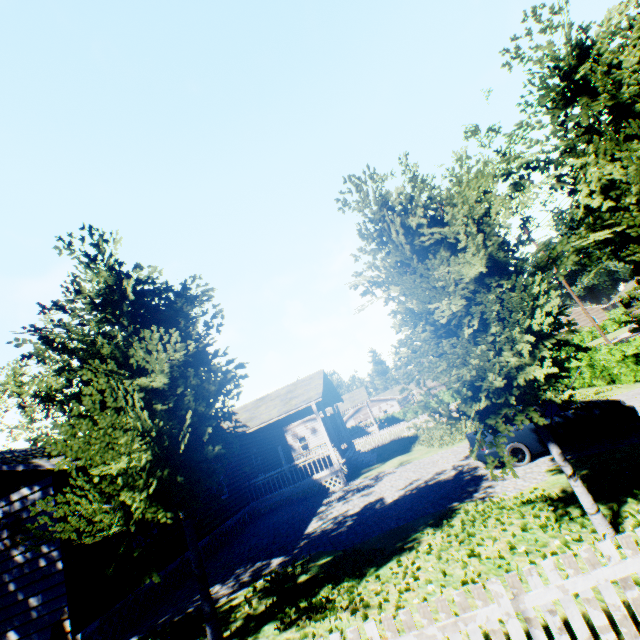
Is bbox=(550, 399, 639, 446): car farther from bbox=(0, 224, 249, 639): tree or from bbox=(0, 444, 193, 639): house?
bbox=(0, 444, 193, 639): house

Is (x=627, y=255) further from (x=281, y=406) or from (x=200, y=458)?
(x=281, y=406)

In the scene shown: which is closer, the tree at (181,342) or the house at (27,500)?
the tree at (181,342)

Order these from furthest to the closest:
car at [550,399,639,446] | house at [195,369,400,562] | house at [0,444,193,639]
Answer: house at [195,369,400,562], car at [550,399,639,446], house at [0,444,193,639]

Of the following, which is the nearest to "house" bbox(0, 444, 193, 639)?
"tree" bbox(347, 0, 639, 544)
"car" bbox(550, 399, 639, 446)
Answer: "tree" bbox(347, 0, 639, 544)

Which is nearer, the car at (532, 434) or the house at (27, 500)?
the house at (27, 500)

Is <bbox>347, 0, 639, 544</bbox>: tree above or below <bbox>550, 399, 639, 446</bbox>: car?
above
